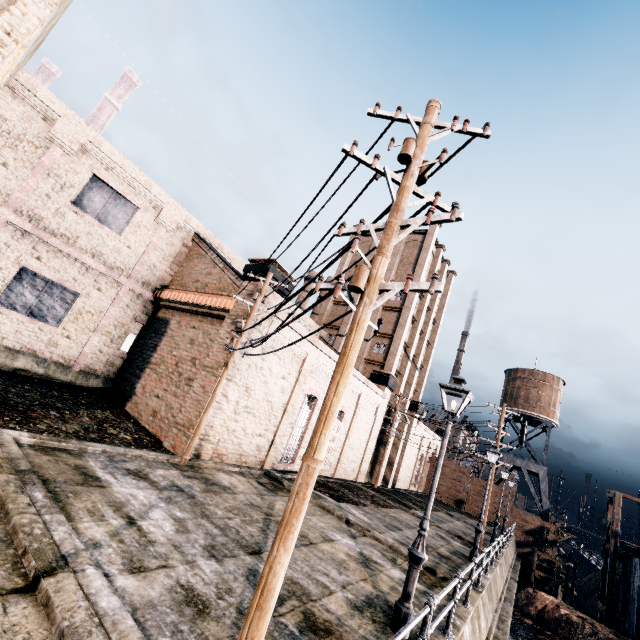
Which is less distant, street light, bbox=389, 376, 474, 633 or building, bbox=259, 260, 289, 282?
street light, bbox=389, 376, 474, 633

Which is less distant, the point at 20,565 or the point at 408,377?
the point at 20,565

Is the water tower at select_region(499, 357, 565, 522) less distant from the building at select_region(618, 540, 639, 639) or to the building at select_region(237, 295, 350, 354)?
the building at select_region(237, 295, 350, 354)

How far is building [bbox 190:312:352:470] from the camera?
15.8 meters

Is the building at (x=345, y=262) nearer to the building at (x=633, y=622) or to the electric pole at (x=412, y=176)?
the electric pole at (x=412, y=176)

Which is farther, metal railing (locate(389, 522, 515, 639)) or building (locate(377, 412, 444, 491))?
building (locate(377, 412, 444, 491))

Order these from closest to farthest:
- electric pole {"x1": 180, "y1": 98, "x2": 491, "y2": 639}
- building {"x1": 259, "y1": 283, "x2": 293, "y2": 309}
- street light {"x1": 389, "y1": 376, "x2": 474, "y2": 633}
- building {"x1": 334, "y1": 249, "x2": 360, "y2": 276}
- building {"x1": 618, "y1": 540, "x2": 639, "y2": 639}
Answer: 1. electric pole {"x1": 180, "y1": 98, "x2": 491, "y2": 639}
2. street light {"x1": 389, "y1": 376, "x2": 474, "y2": 633}
3. building {"x1": 259, "y1": 283, "x2": 293, "y2": 309}
4. building {"x1": 618, "y1": 540, "x2": 639, "y2": 639}
5. building {"x1": 334, "y1": 249, "x2": 360, "y2": 276}

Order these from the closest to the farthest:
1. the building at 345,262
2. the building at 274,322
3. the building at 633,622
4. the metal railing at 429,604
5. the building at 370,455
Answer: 1. the metal railing at 429,604
2. the building at 274,322
3. the building at 370,455
4. the building at 633,622
5. the building at 345,262
